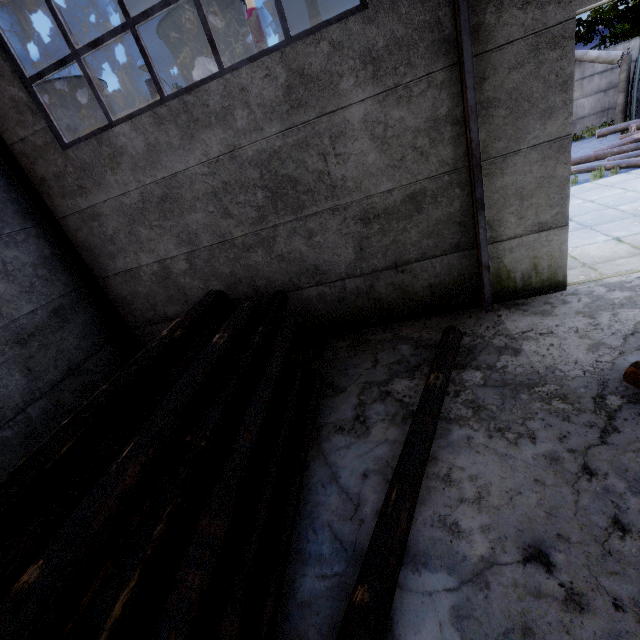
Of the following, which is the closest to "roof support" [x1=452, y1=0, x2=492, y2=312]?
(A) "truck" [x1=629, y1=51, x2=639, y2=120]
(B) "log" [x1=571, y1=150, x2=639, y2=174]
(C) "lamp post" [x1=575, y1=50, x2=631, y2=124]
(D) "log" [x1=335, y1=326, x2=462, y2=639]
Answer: (D) "log" [x1=335, y1=326, x2=462, y2=639]

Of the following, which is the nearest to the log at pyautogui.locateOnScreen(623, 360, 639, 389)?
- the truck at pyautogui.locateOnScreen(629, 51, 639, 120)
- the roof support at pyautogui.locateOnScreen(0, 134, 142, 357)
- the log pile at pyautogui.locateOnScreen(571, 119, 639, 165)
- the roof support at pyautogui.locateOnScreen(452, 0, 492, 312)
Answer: the roof support at pyautogui.locateOnScreen(452, 0, 492, 312)

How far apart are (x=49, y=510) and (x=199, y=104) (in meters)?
5.54

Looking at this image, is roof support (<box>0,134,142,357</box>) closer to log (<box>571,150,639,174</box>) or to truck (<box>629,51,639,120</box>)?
log (<box>571,150,639,174</box>)

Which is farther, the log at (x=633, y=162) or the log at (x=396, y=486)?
the log at (x=633, y=162)

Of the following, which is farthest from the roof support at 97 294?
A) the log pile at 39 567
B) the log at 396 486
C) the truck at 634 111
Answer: the truck at 634 111

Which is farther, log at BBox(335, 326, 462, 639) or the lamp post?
the lamp post

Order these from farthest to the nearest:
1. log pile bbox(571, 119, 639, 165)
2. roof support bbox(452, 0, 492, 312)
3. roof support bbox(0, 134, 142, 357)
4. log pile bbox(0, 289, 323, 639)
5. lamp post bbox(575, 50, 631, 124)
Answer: lamp post bbox(575, 50, 631, 124), log pile bbox(571, 119, 639, 165), roof support bbox(0, 134, 142, 357), roof support bbox(452, 0, 492, 312), log pile bbox(0, 289, 323, 639)
